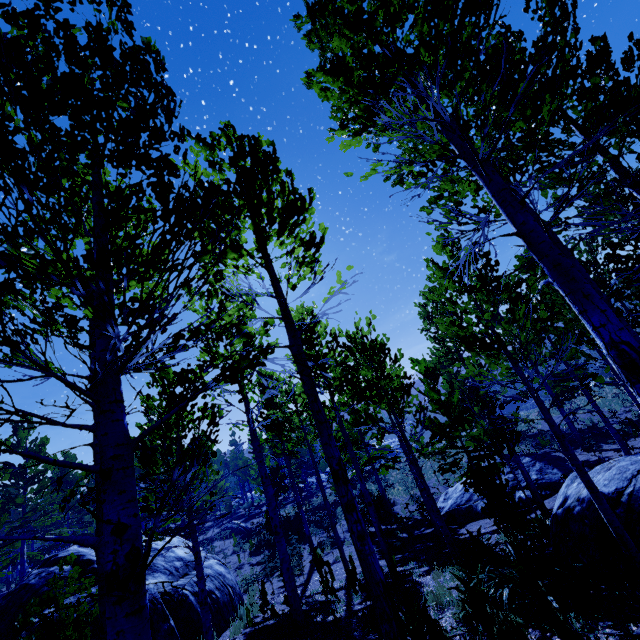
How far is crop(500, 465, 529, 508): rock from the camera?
13.91m

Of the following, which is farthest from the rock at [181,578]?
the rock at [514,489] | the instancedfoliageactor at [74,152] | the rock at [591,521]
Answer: the rock at [514,489]

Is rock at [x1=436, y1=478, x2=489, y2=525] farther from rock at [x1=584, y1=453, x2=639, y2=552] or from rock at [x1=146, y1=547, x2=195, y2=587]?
rock at [x1=146, y1=547, x2=195, y2=587]

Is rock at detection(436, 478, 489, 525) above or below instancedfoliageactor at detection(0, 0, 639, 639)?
below

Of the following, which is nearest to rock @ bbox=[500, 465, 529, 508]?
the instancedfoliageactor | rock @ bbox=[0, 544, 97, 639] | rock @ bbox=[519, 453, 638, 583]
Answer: the instancedfoliageactor

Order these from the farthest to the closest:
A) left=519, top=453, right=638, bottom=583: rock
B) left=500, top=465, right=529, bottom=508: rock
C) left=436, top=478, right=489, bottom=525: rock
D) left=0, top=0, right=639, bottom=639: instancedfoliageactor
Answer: left=436, top=478, right=489, bottom=525: rock < left=500, top=465, right=529, bottom=508: rock < left=519, top=453, right=638, bottom=583: rock < left=0, top=0, right=639, bottom=639: instancedfoliageactor

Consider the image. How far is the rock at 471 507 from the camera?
15.1 meters

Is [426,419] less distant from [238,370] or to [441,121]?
[441,121]
